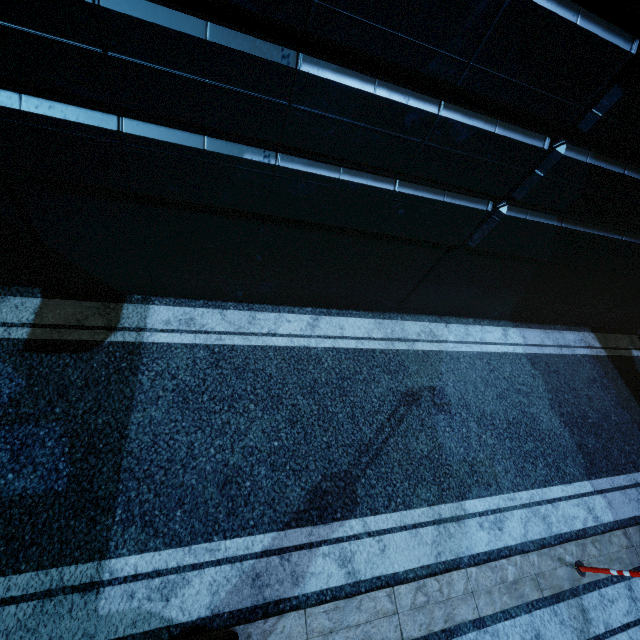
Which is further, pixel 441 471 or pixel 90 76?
pixel 441 471
